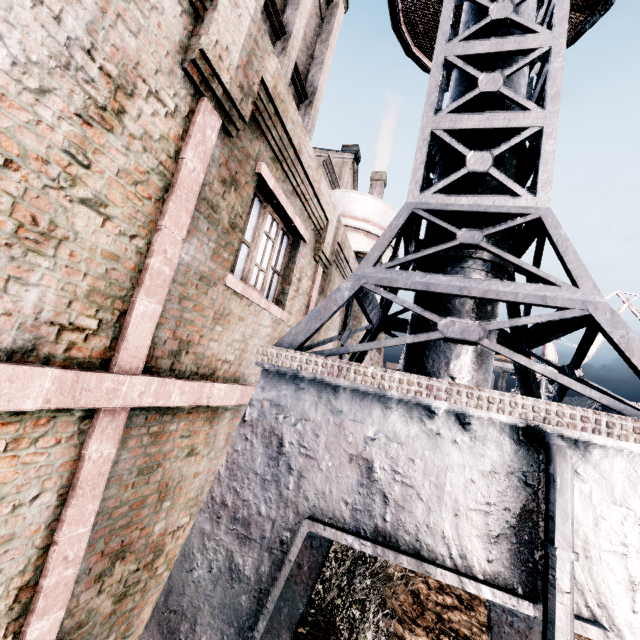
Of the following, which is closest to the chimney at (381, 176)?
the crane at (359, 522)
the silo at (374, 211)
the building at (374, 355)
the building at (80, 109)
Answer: the building at (80, 109)

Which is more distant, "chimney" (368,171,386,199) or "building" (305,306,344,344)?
"chimney" (368,171,386,199)

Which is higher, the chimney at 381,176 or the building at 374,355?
the chimney at 381,176

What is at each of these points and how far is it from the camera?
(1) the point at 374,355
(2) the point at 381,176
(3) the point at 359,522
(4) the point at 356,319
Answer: (1) building, 51.5m
(2) chimney, 56.5m
(3) crane, 2.0m
(4) building, 11.3m

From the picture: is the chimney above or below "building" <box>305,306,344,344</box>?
above

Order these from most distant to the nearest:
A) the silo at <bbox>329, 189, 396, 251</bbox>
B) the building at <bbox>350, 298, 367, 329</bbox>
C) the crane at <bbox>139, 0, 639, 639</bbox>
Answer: the silo at <bbox>329, 189, 396, 251</bbox> < the building at <bbox>350, 298, 367, 329</bbox> < the crane at <bbox>139, 0, 639, 639</bbox>

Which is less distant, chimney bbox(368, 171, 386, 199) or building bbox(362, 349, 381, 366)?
building bbox(362, 349, 381, 366)

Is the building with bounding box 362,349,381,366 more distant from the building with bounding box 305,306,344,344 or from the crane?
the crane
